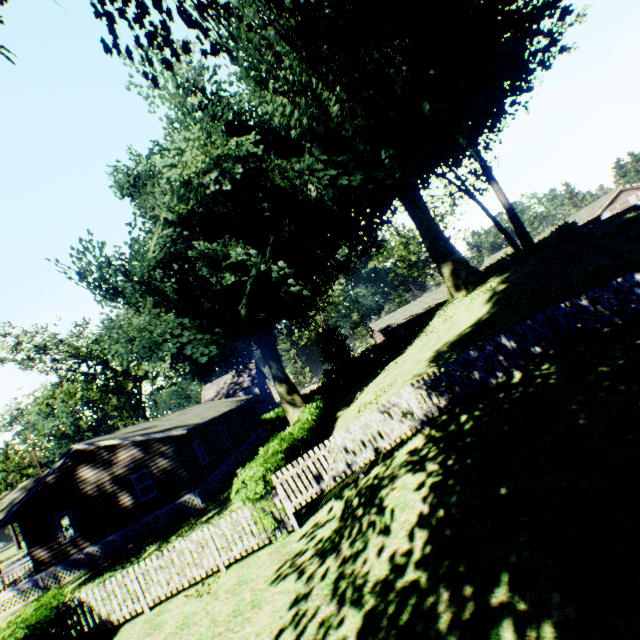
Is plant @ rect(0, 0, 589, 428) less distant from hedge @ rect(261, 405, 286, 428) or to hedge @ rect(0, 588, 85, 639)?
hedge @ rect(261, 405, 286, 428)

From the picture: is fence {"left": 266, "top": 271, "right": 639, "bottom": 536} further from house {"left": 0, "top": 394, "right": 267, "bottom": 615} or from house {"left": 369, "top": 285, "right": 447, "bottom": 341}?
house {"left": 369, "top": 285, "right": 447, "bottom": 341}

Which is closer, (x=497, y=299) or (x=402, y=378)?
(x=402, y=378)

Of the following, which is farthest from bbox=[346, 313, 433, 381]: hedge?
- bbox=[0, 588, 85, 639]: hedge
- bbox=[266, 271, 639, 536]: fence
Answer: bbox=[0, 588, 85, 639]: hedge

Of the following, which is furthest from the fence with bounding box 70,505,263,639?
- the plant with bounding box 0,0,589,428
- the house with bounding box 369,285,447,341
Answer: the house with bounding box 369,285,447,341

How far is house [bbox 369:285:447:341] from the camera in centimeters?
5359cm

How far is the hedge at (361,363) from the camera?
43.84m

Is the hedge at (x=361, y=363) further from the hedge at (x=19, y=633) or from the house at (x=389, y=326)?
the house at (x=389, y=326)
